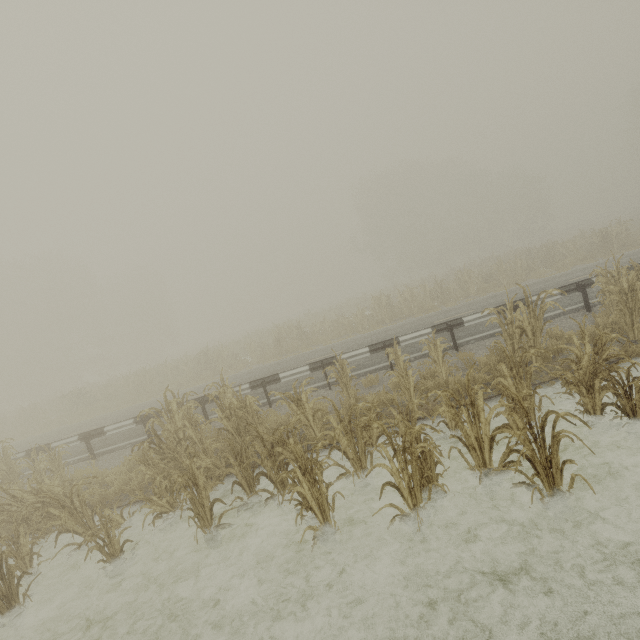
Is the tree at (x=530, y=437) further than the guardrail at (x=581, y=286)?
No

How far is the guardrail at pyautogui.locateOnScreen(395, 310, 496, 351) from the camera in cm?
977

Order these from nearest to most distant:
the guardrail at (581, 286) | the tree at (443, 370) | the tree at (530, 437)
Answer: the tree at (530, 437)
the tree at (443, 370)
the guardrail at (581, 286)

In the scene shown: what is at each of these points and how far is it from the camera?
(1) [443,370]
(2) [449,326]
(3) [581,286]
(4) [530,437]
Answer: (1) tree, 7.6 meters
(2) guardrail, 9.6 meters
(3) guardrail, 9.5 meters
(4) tree, 5.3 meters

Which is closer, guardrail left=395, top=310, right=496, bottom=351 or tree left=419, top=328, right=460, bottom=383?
tree left=419, top=328, right=460, bottom=383

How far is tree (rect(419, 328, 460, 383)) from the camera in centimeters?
749cm

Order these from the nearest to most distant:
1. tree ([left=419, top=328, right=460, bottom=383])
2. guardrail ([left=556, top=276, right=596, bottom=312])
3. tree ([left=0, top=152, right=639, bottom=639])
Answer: tree ([left=0, top=152, right=639, bottom=639]) < tree ([left=419, top=328, right=460, bottom=383]) < guardrail ([left=556, top=276, right=596, bottom=312])

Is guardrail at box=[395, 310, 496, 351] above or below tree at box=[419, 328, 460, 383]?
above
